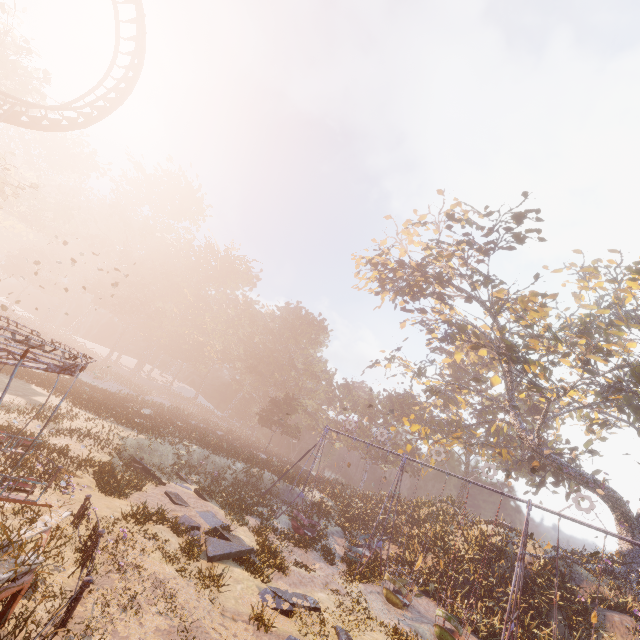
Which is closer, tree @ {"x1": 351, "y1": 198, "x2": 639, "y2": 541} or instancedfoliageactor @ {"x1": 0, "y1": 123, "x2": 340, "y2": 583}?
instancedfoliageactor @ {"x1": 0, "y1": 123, "x2": 340, "y2": 583}

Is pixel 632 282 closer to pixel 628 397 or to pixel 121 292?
pixel 628 397

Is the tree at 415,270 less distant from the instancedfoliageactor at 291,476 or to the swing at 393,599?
the swing at 393,599

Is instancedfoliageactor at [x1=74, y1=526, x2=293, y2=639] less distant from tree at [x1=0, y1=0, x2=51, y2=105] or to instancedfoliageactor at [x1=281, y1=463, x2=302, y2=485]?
instancedfoliageactor at [x1=281, y1=463, x2=302, y2=485]

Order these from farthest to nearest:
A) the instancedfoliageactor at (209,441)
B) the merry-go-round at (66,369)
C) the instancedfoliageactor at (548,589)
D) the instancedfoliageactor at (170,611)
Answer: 1. the instancedfoliageactor at (209,441)
2. the instancedfoliageactor at (548,589)
3. the instancedfoliageactor at (170,611)
4. the merry-go-round at (66,369)

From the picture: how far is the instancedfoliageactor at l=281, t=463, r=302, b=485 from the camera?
27.30m

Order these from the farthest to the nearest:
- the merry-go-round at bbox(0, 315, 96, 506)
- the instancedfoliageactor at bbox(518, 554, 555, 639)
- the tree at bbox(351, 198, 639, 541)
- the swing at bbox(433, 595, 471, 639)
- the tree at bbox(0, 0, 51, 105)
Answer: the tree at bbox(351, 198, 639, 541) < the tree at bbox(0, 0, 51, 105) < the instancedfoliageactor at bbox(518, 554, 555, 639) < the swing at bbox(433, 595, 471, 639) < the merry-go-round at bbox(0, 315, 96, 506)

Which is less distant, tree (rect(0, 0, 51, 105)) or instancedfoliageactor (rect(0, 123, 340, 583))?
instancedfoliageactor (rect(0, 123, 340, 583))
